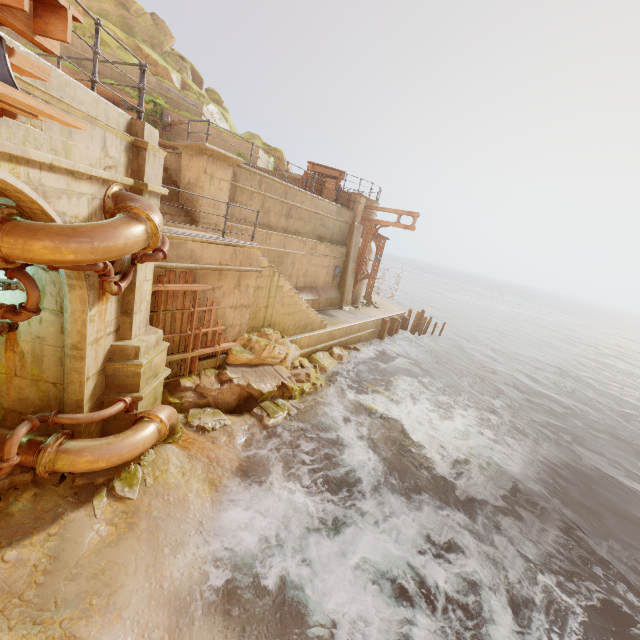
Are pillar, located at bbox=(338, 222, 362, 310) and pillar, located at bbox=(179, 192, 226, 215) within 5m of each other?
no

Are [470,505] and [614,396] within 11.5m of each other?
no

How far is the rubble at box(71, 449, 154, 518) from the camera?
5.6m

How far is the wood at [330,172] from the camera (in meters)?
18.39

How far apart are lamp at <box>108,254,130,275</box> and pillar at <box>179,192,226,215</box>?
5.2 meters

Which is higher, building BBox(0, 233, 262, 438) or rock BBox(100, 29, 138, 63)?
rock BBox(100, 29, 138, 63)

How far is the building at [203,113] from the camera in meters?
Result: 16.6

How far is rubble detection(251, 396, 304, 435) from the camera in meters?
9.5 m
